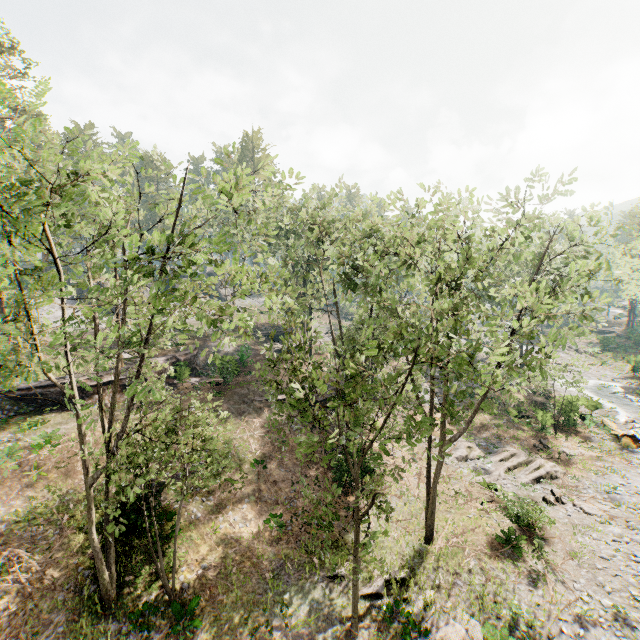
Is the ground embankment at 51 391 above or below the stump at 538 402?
above

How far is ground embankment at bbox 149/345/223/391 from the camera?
28.6 meters

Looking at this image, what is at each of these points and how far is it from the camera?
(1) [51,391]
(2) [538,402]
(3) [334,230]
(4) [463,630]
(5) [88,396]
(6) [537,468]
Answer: (1) ground embankment, 24.2 meters
(2) stump, 33.9 meters
(3) foliage, 26.2 meters
(4) foliage, 12.5 meters
(5) ground embankment, 25.0 meters
(6) foliage, 22.7 meters

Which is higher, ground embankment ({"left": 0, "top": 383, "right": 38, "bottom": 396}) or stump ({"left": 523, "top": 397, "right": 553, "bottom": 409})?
ground embankment ({"left": 0, "top": 383, "right": 38, "bottom": 396})

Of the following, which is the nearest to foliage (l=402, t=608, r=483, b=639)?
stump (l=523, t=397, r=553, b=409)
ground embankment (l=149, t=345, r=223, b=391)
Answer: ground embankment (l=149, t=345, r=223, b=391)

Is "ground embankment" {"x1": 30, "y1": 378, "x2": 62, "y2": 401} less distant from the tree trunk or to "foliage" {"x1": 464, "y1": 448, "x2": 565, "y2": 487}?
"foliage" {"x1": 464, "y1": 448, "x2": 565, "y2": 487}

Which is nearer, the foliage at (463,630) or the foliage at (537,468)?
the foliage at (463,630)
